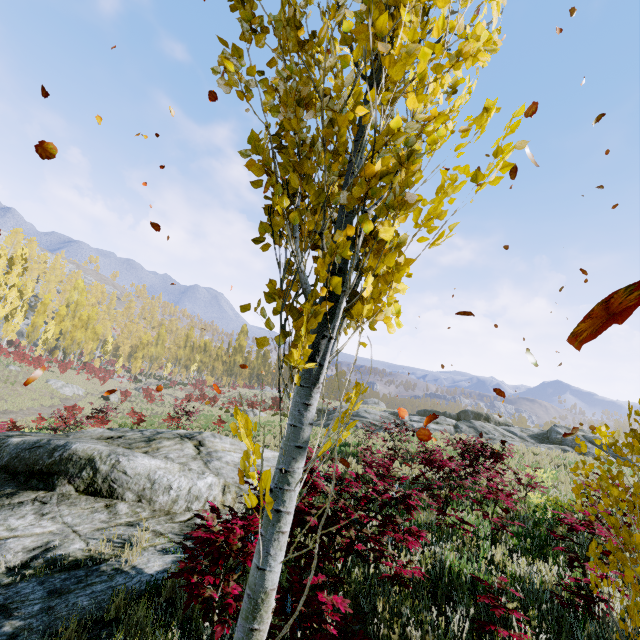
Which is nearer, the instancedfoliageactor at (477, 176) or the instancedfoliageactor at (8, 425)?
the instancedfoliageactor at (477, 176)

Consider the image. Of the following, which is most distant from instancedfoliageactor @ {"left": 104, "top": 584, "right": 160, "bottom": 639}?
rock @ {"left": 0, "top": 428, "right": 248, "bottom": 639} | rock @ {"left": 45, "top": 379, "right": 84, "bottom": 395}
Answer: rock @ {"left": 0, "top": 428, "right": 248, "bottom": 639}

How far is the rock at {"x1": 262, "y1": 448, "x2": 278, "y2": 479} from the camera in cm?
838

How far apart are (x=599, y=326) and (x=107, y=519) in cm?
722

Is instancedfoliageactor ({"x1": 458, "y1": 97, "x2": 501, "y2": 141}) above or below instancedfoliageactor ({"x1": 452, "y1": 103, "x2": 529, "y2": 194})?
above

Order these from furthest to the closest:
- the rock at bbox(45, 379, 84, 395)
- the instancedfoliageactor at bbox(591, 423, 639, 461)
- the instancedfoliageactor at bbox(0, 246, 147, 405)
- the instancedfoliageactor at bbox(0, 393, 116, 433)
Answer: the instancedfoliageactor at bbox(0, 246, 147, 405) → the rock at bbox(45, 379, 84, 395) → the instancedfoliageactor at bbox(0, 393, 116, 433) → the instancedfoliageactor at bbox(591, 423, 639, 461)

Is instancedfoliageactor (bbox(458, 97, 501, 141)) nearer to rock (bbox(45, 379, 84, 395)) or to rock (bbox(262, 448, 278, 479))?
rock (bbox(45, 379, 84, 395))

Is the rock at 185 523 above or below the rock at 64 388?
above
